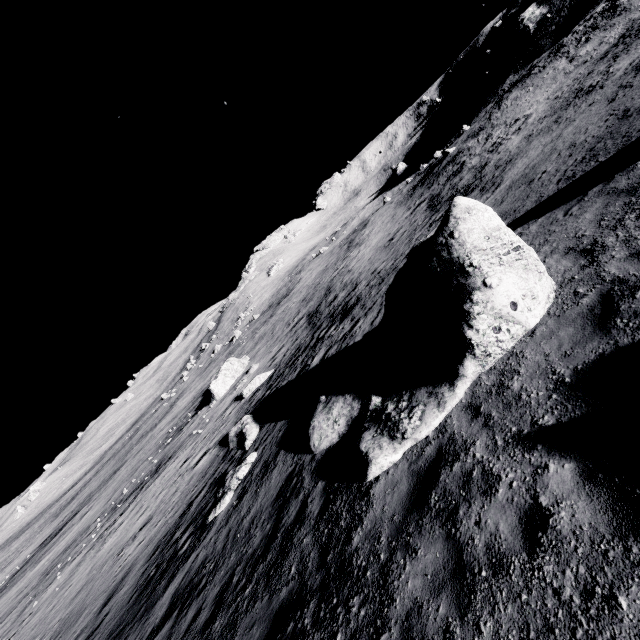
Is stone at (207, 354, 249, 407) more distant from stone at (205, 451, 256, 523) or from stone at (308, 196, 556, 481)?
stone at (308, 196, 556, 481)

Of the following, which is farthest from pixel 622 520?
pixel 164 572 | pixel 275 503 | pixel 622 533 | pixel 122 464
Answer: pixel 122 464

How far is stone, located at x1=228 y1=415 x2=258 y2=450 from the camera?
16.1 meters

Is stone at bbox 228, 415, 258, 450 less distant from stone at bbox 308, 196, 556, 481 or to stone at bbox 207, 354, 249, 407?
stone at bbox 308, 196, 556, 481

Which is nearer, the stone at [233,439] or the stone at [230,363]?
the stone at [233,439]

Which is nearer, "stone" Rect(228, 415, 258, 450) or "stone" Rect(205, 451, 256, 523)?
"stone" Rect(205, 451, 256, 523)

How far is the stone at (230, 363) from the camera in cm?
3306

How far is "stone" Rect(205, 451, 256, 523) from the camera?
12.5 meters
